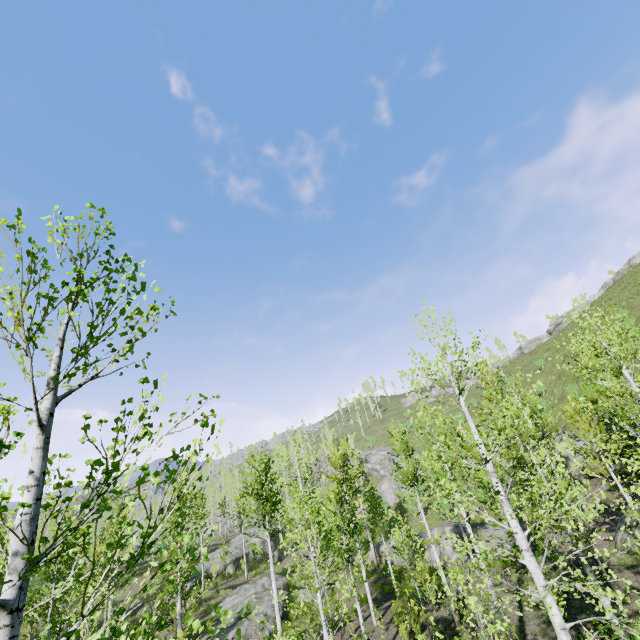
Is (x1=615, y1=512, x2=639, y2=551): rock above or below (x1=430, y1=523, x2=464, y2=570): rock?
above

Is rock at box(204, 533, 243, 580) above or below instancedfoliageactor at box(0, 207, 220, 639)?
below

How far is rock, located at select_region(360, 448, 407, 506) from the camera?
43.56m

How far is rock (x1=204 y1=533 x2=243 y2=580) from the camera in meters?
34.9 m

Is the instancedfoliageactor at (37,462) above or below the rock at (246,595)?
above

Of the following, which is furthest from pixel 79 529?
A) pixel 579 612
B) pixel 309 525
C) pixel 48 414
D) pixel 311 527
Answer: pixel 579 612

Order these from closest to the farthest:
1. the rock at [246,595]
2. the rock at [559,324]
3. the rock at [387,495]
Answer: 1. the rock at [246,595]
2. the rock at [387,495]
3. the rock at [559,324]

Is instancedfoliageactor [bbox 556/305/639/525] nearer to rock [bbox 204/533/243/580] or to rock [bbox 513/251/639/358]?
rock [bbox 204/533/243/580]
